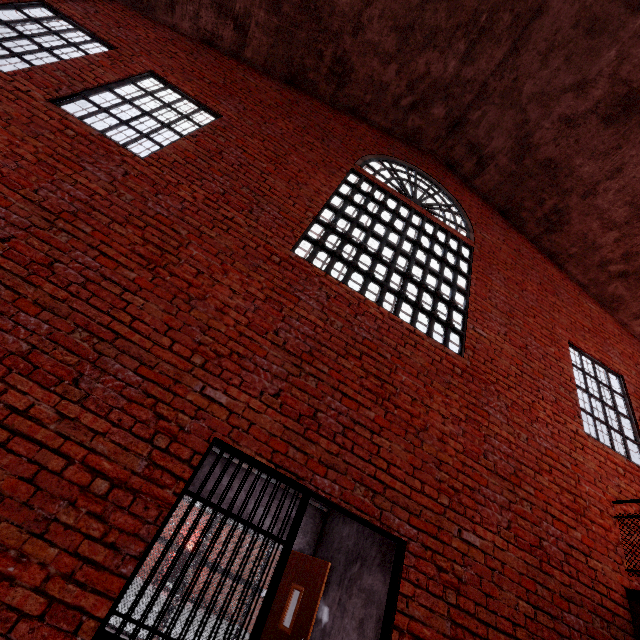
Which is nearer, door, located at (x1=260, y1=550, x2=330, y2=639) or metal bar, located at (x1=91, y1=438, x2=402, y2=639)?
metal bar, located at (x1=91, y1=438, x2=402, y2=639)

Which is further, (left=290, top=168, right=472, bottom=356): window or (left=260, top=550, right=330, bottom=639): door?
(left=290, top=168, right=472, bottom=356): window

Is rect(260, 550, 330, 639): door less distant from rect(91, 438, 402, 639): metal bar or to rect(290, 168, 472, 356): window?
rect(91, 438, 402, 639): metal bar

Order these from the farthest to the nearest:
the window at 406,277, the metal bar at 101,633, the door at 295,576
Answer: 1. the window at 406,277
2. the door at 295,576
3. the metal bar at 101,633

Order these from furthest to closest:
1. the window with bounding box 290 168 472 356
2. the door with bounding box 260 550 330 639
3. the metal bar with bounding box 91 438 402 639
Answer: the window with bounding box 290 168 472 356 → the door with bounding box 260 550 330 639 → the metal bar with bounding box 91 438 402 639

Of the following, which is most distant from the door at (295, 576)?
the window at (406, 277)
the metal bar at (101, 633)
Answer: the window at (406, 277)

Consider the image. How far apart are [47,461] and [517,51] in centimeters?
982cm

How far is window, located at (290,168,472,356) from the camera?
4.8 meters
